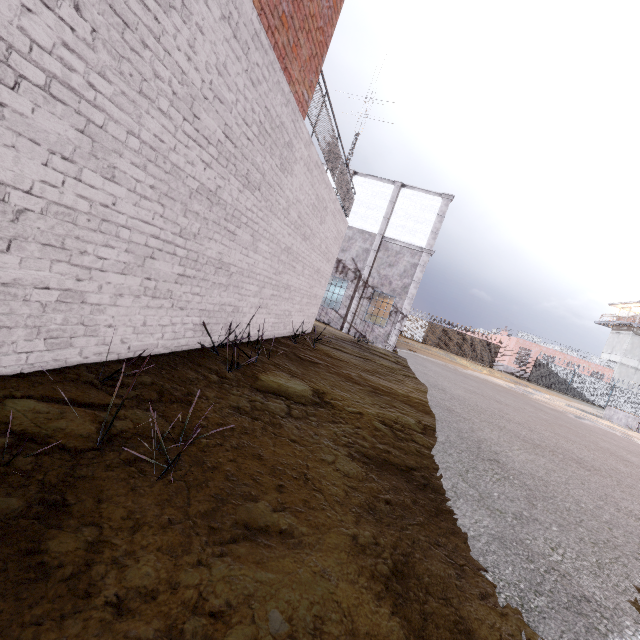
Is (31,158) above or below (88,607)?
above

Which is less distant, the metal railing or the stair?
the metal railing

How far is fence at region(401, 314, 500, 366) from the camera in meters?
A: 37.7

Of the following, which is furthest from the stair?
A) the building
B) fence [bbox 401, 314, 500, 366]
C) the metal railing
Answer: the building

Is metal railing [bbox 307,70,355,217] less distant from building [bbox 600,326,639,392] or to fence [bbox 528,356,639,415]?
fence [bbox 528,356,639,415]

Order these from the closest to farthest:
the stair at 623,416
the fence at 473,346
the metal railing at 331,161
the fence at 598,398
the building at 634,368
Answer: the metal railing at 331,161 < the stair at 623,416 < the fence at 598,398 < the fence at 473,346 < the building at 634,368

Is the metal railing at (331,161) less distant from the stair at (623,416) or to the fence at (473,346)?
the fence at (473,346)

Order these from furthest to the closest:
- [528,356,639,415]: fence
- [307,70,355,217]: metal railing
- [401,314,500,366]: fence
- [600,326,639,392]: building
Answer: [600,326,639,392]: building < [401,314,500,366]: fence < [528,356,639,415]: fence < [307,70,355,217]: metal railing
